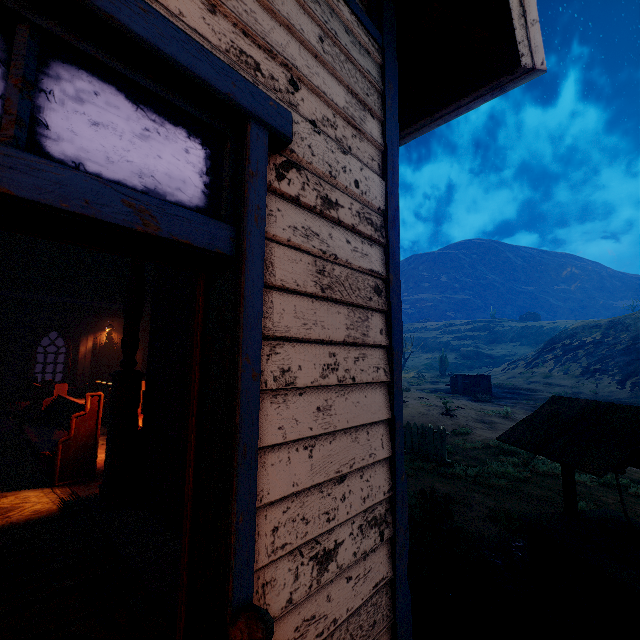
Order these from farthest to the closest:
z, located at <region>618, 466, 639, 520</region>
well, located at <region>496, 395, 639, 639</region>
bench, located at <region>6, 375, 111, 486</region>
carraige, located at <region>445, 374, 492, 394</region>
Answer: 1. carraige, located at <region>445, 374, 492, 394</region>
2. z, located at <region>618, 466, 639, 520</region>
3. bench, located at <region>6, 375, 111, 486</region>
4. well, located at <region>496, 395, 639, 639</region>

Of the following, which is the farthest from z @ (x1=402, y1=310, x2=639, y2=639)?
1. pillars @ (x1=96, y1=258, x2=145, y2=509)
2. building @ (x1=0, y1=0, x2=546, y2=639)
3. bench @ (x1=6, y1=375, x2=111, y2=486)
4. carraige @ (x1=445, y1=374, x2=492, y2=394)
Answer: carraige @ (x1=445, y1=374, x2=492, y2=394)

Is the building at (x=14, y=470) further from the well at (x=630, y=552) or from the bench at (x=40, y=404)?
the well at (x=630, y=552)

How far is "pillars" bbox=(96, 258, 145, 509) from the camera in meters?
4.1

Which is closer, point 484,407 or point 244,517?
point 244,517

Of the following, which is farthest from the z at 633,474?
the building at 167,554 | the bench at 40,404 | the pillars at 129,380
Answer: the bench at 40,404

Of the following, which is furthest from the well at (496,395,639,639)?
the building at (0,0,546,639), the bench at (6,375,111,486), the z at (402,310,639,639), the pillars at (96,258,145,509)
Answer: the bench at (6,375,111,486)

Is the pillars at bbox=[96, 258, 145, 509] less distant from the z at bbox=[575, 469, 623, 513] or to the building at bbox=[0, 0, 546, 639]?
the building at bbox=[0, 0, 546, 639]
